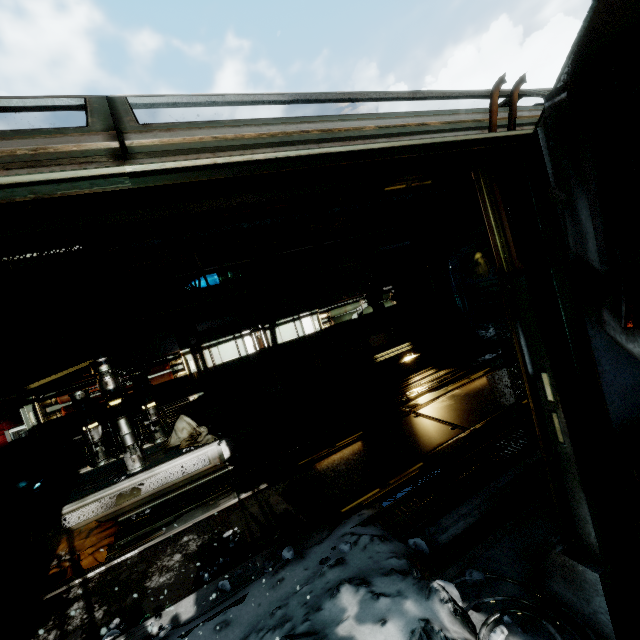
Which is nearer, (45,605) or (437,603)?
(437,603)

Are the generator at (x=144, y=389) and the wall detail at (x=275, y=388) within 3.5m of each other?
yes

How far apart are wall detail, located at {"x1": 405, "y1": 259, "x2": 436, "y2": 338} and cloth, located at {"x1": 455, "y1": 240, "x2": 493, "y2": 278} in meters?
7.2 m

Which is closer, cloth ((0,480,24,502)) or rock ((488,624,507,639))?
rock ((488,624,507,639))

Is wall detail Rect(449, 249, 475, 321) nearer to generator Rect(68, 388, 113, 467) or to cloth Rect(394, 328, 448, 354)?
cloth Rect(394, 328, 448, 354)

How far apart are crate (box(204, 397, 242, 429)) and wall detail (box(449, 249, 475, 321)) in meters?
13.9 m

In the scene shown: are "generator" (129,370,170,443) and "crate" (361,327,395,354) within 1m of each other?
no

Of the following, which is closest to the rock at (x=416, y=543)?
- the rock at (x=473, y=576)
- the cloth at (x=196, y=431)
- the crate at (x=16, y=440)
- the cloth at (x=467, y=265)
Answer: the rock at (x=473, y=576)
